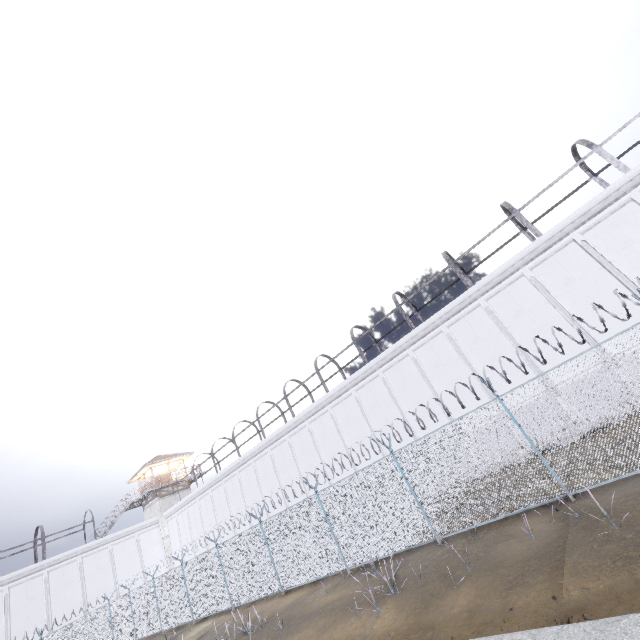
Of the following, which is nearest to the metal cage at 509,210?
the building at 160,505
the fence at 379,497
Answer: the fence at 379,497

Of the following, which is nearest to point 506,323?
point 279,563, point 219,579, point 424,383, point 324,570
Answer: point 424,383

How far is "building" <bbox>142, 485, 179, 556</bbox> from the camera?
35.1m

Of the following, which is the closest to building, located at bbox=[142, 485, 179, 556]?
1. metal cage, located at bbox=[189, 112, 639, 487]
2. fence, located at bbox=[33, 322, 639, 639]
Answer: fence, located at bbox=[33, 322, 639, 639]

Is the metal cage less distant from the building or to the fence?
the fence
